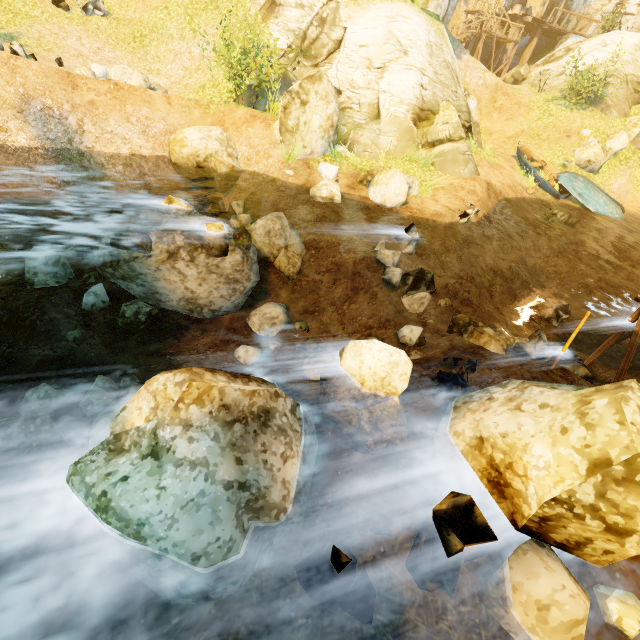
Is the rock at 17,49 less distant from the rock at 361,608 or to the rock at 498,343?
the rock at 361,608

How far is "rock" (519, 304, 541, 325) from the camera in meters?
10.4 m

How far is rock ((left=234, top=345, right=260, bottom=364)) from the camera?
6.9m

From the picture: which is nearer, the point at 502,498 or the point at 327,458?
the point at 502,498

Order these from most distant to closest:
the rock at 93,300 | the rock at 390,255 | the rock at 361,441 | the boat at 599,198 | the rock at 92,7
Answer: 1. the boat at 599,198
2. the rock at 92,7
3. the rock at 390,255
4. the rock at 93,300
5. the rock at 361,441

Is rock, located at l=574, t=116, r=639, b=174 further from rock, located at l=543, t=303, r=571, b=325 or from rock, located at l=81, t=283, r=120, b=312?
rock, located at l=81, t=283, r=120, b=312

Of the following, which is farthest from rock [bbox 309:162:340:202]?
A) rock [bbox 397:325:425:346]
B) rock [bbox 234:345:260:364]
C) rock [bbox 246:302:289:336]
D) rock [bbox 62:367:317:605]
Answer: rock [bbox 62:367:317:605]

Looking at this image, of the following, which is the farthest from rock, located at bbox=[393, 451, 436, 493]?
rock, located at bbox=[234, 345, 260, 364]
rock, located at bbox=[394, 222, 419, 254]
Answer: rock, located at bbox=[394, 222, 419, 254]
